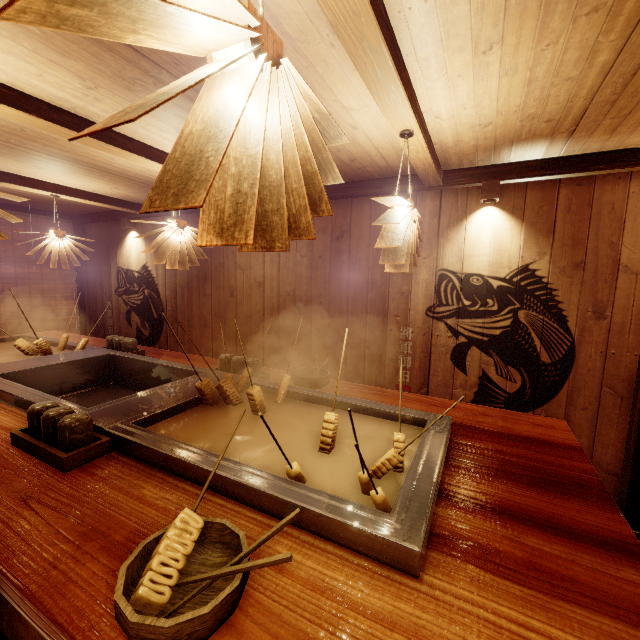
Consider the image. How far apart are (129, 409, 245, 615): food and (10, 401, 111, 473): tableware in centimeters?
112cm

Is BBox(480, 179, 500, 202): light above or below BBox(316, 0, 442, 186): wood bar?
below

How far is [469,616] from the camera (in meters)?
1.36

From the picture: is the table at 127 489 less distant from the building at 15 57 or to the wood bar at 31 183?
the building at 15 57

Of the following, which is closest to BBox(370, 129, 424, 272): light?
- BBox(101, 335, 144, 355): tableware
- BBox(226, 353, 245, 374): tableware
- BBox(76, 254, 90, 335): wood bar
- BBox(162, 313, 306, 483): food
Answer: BBox(162, 313, 306, 483): food

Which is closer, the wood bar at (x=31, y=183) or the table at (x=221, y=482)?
the table at (x=221, y=482)

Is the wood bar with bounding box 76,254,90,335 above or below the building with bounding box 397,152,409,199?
below

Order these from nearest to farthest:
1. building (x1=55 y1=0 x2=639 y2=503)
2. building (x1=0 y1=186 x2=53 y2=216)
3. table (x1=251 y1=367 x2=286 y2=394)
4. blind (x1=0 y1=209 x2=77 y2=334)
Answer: building (x1=55 y1=0 x2=639 y2=503) < table (x1=251 y1=367 x2=286 y2=394) < building (x1=0 y1=186 x2=53 y2=216) < blind (x1=0 y1=209 x2=77 y2=334)
